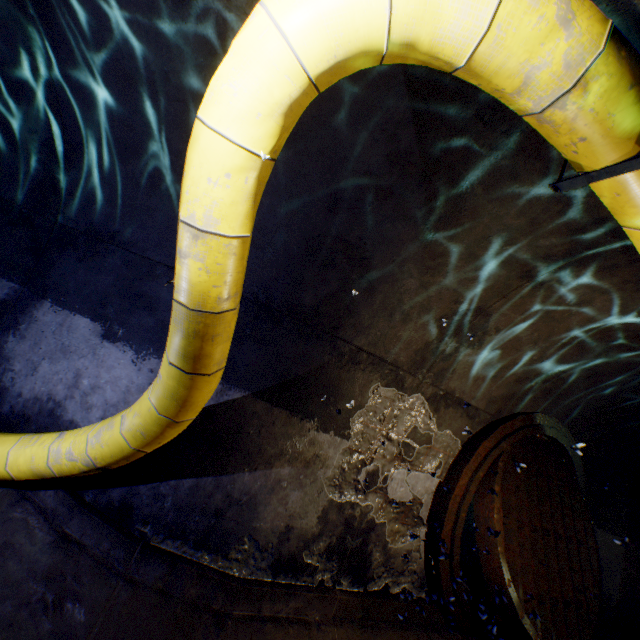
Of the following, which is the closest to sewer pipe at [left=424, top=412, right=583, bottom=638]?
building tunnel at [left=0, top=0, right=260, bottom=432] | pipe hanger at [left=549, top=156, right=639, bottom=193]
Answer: building tunnel at [left=0, top=0, right=260, bottom=432]

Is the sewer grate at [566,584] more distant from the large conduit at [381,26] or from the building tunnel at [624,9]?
the large conduit at [381,26]

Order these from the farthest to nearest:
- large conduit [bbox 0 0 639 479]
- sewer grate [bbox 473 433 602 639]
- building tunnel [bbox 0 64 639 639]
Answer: sewer grate [bbox 473 433 602 639]
building tunnel [bbox 0 64 639 639]
large conduit [bbox 0 0 639 479]

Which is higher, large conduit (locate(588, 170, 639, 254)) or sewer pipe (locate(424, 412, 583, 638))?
large conduit (locate(588, 170, 639, 254))

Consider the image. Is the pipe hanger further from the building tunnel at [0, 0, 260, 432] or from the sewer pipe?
the sewer pipe

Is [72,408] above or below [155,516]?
above

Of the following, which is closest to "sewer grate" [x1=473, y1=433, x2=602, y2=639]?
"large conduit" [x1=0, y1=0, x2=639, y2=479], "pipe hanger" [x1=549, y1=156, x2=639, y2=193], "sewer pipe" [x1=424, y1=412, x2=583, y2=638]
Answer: "sewer pipe" [x1=424, y1=412, x2=583, y2=638]

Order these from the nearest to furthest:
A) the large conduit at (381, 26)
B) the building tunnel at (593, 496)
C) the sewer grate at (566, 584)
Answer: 1. the large conduit at (381, 26)
2. the building tunnel at (593, 496)
3. the sewer grate at (566, 584)
